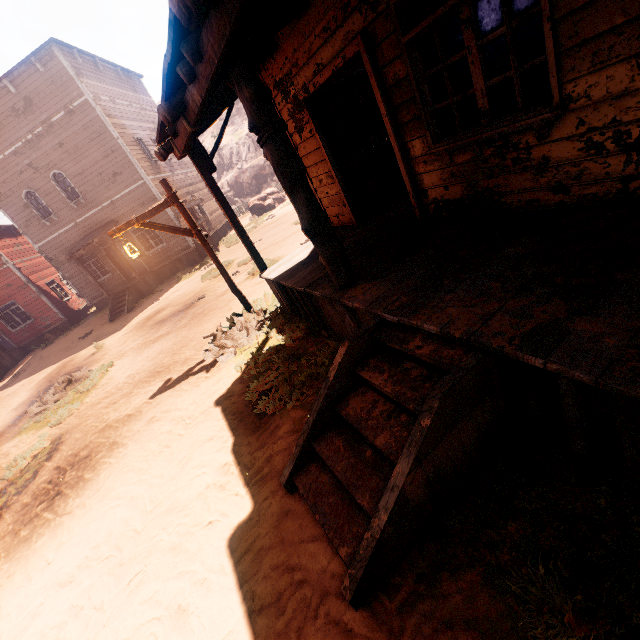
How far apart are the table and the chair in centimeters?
441cm

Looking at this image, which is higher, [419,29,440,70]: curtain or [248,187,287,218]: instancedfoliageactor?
[419,29,440,70]: curtain

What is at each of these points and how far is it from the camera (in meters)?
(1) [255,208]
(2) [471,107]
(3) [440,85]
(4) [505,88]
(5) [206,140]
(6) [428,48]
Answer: (1) instancedfoliageactor, 24.62
(2) chair, 3.51
(3) curtain, 3.52
(4) table, 7.27
(5) z, 42.81
(6) curtain, 3.40

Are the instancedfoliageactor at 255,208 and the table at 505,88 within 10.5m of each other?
no

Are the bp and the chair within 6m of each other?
yes

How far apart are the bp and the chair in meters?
1.9

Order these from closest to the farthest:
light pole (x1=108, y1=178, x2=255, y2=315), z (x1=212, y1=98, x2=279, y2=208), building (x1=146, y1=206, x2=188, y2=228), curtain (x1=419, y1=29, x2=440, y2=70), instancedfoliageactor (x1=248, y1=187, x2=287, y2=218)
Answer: curtain (x1=419, y1=29, x2=440, y2=70) → light pole (x1=108, y1=178, x2=255, y2=315) → building (x1=146, y1=206, x2=188, y2=228) → instancedfoliageactor (x1=248, y1=187, x2=287, y2=218) → z (x1=212, y1=98, x2=279, y2=208)

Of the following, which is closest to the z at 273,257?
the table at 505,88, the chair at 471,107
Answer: the table at 505,88
